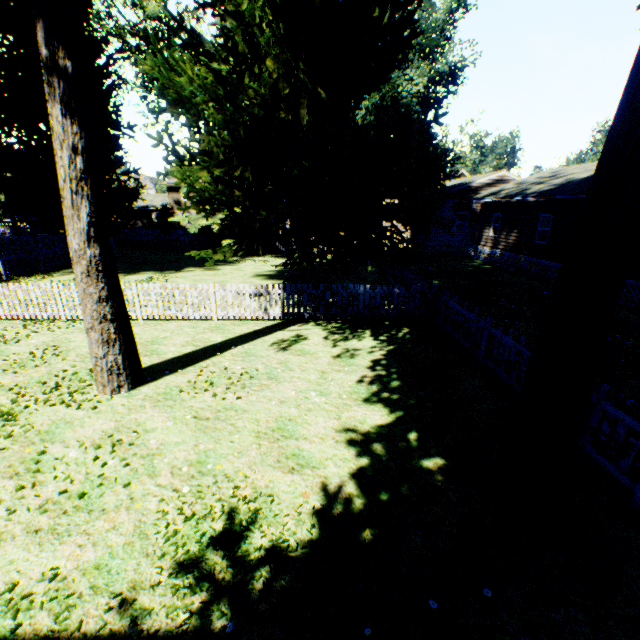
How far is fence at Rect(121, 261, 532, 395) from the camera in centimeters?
722cm

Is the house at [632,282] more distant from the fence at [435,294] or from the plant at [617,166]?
the plant at [617,166]

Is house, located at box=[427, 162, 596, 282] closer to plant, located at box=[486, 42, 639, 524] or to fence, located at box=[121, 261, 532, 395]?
fence, located at box=[121, 261, 532, 395]

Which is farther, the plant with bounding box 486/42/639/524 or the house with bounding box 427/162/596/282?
the house with bounding box 427/162/596/282

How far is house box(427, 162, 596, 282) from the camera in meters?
17.0 m

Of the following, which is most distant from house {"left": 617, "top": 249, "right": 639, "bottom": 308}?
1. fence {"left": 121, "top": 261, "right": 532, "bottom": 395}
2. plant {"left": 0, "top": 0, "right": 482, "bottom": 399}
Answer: plant {"left": 0, "top": 0, "right": 482, "bottom": 399}

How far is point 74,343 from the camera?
9.1m

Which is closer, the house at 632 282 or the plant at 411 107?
the plant at 411 107
